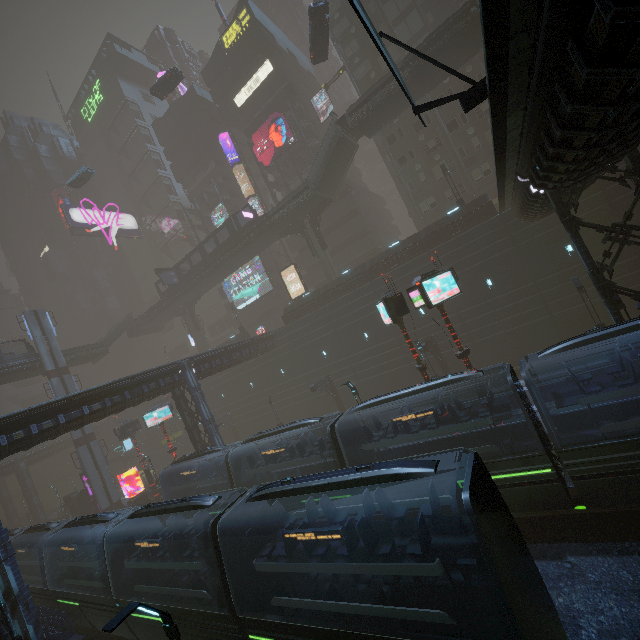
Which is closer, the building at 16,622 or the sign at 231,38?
the building at 16,622

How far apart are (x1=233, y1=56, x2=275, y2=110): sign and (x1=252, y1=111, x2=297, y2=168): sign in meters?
5.6

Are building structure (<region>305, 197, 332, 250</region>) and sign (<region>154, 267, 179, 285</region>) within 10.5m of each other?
no

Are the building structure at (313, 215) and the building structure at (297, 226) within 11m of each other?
yes

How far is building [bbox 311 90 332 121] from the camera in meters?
51.2

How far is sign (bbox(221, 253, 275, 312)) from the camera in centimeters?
5084cm

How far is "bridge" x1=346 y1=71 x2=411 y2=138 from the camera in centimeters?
2850cm

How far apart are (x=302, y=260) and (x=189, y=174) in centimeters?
2843cm
